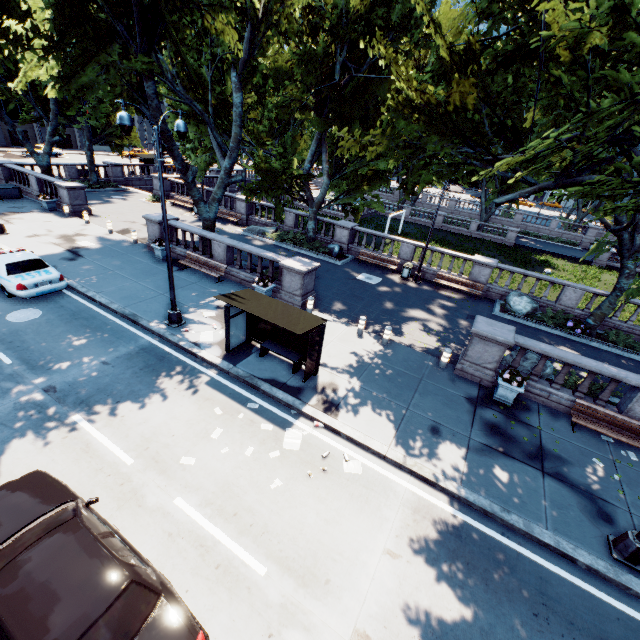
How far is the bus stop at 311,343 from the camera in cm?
989

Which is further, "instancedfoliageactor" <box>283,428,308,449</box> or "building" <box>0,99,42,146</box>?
"building" <box>0,99,42,146</box>

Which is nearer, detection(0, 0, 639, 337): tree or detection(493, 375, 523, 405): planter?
detection(0, 0, 639, 337): tree

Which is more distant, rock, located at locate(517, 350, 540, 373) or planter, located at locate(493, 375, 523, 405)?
rock, located at locate(517, 350, 540, 373)

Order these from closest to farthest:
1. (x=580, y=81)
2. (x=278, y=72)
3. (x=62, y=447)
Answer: (x=580, y=81) < (x=62, y=447) < (x=278, y=72)

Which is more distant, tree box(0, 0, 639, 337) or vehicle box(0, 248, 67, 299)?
vehicle box(0, 248, 67, 299)

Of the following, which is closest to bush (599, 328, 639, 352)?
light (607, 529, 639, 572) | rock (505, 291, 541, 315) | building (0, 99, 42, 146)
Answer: rock (505, 291, 541, 315)

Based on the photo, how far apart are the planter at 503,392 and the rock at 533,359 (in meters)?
1.31
